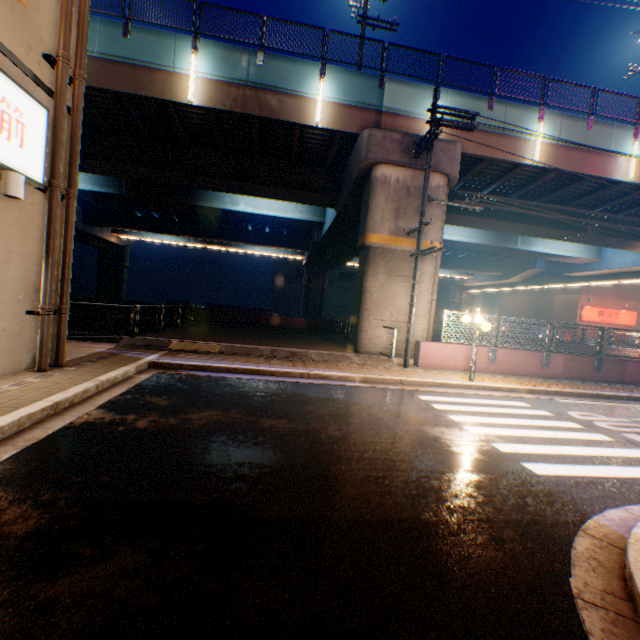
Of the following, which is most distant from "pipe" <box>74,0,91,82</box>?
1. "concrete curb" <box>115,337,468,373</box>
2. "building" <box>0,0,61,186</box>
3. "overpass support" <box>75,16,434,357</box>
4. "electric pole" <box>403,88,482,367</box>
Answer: "electric pole" <box>403,88,482,367</box>

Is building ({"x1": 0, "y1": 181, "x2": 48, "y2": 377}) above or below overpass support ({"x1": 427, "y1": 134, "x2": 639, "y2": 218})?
below

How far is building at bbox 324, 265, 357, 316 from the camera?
55.2m

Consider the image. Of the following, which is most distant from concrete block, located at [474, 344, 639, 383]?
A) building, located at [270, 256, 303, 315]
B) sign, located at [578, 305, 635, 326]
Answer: building, located at [270, 256, 303, 315]

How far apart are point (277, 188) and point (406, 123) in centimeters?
677cm

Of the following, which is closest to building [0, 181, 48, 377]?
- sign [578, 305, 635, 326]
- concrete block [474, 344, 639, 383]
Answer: concrete block [474, 344, 639, 383]

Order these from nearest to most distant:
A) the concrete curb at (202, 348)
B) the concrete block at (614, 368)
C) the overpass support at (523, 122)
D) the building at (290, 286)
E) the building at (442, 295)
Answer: the concrete curb at (202, 348)
the concrete block at (614, 368)
the overpass support at (523, 122)
the building at (290, 286)
the building at (442, 295)

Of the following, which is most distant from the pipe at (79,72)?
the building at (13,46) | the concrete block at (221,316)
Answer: the concrete block at (221,316)
